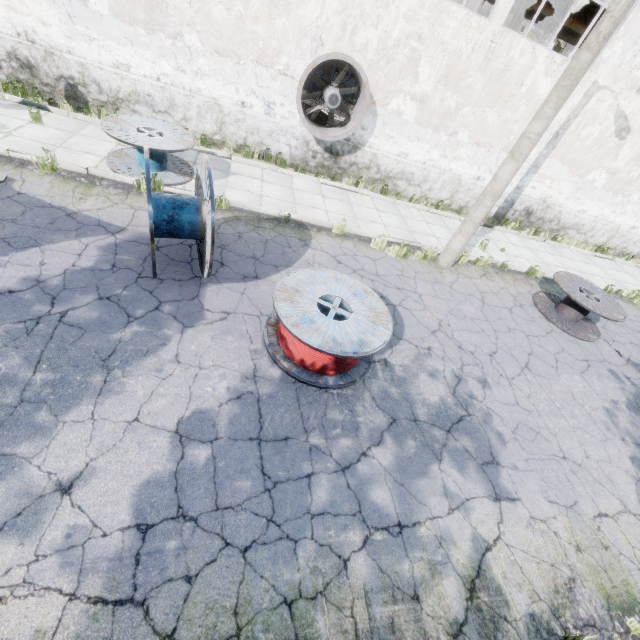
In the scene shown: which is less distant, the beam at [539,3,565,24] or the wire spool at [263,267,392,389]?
the wire spool at [263,267,392,389]

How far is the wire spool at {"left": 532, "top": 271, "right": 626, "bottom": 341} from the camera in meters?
8.7 m

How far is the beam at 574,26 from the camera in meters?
21.3 m

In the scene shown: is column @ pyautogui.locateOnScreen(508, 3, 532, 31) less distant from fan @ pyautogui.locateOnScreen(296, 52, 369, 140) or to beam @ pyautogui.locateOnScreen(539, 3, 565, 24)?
beam @ pyautogui.locateOnScreen(539, 3, 565, 24)

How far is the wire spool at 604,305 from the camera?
8.7m

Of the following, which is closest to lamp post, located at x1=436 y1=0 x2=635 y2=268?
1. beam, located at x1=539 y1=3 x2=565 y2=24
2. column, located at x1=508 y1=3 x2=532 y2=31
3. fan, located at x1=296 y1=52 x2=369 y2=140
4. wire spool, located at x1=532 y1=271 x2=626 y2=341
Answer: wire spool, located at x1=532 y1=271 x2=626 y2=341

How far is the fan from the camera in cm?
903

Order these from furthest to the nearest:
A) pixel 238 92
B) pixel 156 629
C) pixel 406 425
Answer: pixel 238 92, pixel 406 425, pixel 156 629
